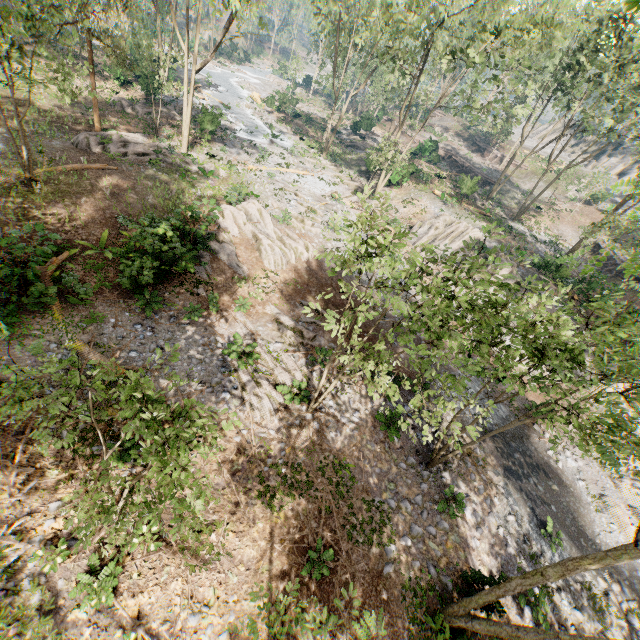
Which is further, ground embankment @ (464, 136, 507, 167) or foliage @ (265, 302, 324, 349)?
ground embankment @ (464, 136, 507, 167)

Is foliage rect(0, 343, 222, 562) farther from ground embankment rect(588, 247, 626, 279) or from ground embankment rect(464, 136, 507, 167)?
ground embankment rect(588, 247, 626, 279)

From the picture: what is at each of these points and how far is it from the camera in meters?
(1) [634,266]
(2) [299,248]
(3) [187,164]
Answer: (1) foliage, 3.7 m
(2) foliage, 20.8 m
(3) foliage, 24.2 m

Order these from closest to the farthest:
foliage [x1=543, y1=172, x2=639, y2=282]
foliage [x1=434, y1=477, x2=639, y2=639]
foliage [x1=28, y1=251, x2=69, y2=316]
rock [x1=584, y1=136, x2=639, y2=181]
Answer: foliage [x1=543, y1=172, x2=639, y2=282] → foliage [x1=434, y1=477, x2=639, y2=639] → foliage [x1=28, y1=251, x2=69, y2=316] → rock [x1=584, y1=136, x2=639, y2=181]

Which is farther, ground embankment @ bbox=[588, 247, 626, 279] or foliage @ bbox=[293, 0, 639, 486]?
ground embankment @ bbox=[588, 247, 626, 279]

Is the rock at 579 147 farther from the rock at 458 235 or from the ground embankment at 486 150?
the rock at 458 235

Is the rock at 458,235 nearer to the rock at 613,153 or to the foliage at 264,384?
the foliage at 264,384
